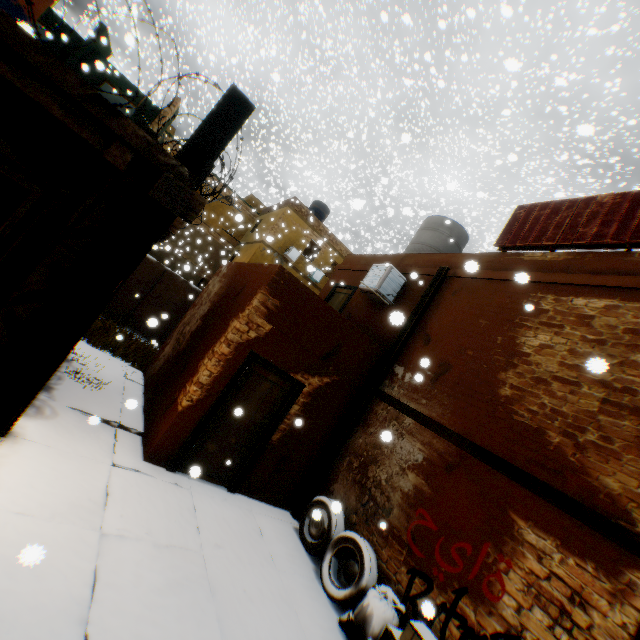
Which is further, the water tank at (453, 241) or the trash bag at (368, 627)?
the water tank at (453, 241)

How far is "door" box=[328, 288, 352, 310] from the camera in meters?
10.7

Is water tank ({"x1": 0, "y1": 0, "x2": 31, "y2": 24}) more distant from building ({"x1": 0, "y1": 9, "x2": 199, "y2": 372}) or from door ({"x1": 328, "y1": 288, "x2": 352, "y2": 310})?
door ({"x1": 328, "y1": 288, "x2": 352, "y2": 310})

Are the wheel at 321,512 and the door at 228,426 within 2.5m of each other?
yes

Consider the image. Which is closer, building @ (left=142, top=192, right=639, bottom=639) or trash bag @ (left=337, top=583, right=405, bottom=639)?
building @ (left=142, top=192, right=639, bottom=639)

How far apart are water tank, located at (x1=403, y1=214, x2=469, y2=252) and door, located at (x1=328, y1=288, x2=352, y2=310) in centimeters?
189cm

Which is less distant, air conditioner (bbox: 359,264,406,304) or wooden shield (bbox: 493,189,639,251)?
wooden shield (bbox: 493,189,639,251)

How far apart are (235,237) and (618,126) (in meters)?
32.83
